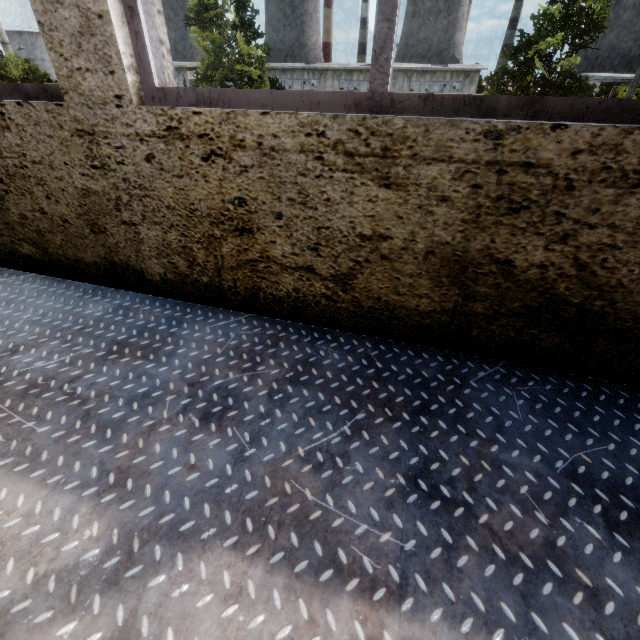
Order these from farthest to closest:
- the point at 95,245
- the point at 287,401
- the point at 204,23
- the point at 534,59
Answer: the point at 204,23 < the point at 534,59 < the point at 95,245 < the point at 287,401
